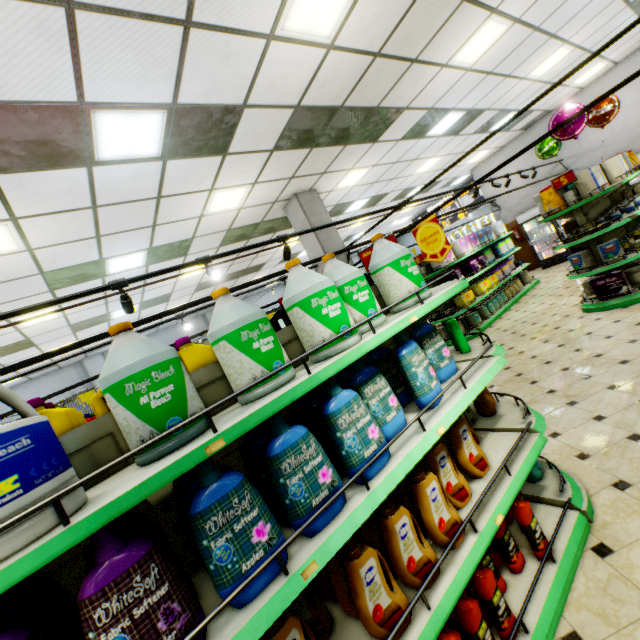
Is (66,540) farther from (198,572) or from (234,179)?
(234,179)

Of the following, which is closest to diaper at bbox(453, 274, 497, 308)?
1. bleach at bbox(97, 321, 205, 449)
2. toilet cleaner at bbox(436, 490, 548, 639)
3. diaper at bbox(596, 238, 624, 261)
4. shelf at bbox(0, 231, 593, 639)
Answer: diaper at bbox(596, 238, 624, 261)

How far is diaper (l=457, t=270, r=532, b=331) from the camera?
8.3m

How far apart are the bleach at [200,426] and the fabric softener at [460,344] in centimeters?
202cm

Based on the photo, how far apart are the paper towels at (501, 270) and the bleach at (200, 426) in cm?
996

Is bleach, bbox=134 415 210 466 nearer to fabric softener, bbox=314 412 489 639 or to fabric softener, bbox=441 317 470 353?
fabric softener, bbox=314 412 489 639

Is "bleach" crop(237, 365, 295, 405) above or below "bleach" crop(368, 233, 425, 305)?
below

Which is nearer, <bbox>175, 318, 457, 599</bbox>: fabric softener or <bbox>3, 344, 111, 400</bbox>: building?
<bbox>175, 318, 457, 599</bbox>: fabric softener
